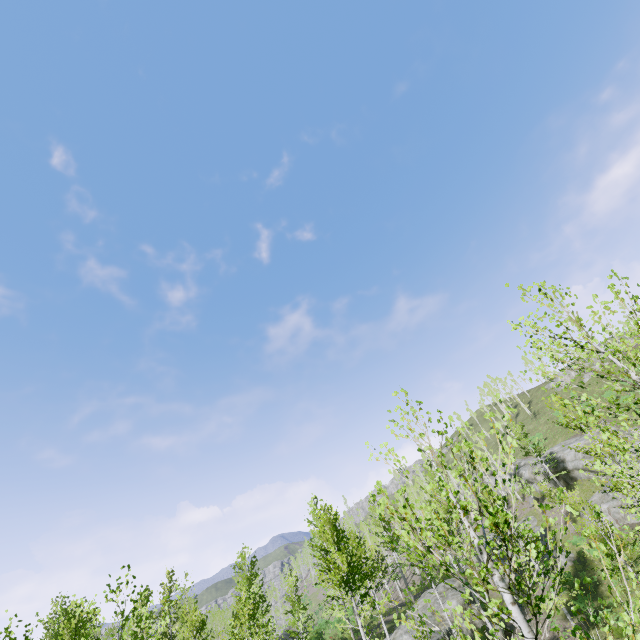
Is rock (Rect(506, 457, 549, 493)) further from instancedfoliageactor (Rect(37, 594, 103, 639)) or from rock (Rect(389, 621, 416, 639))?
rock (Rect(389, 621, 416, 639))

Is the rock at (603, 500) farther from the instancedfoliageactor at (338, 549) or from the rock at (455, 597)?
the rock at (455, 597)

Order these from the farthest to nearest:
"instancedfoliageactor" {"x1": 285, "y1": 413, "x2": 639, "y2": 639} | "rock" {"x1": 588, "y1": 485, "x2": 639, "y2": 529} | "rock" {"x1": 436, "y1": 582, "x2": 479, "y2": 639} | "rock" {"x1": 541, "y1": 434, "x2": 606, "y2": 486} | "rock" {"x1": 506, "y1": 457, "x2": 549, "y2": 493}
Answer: "rock" {"x1": 506, "y1": 457, "x2": 549, "y2": 493}
"rock" {"x1": 541, "y1": 434, "x2": 606, "y2": 486}
"rock" {"x1": 588, "y1": 485, "x2": 639, "y2": 529}
"rock" {"x1": 436, "y1": 582, "x2": 479, "y2": 639}
"instancedfoliageactor" {"x1": 285, "y1": 413, "x2": 639, "y2": 639}

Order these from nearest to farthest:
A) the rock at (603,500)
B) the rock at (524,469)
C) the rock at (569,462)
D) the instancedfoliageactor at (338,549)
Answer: the instancedfoliageactor at (338,549) < the rock at (603,500) < the rock at (569,462) < the rock at (524,469)

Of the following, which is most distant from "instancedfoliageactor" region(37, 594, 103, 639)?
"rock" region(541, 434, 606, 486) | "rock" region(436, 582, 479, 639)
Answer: "rock" region(541, 434, 606, 486)

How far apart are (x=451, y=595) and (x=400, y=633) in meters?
5.3
